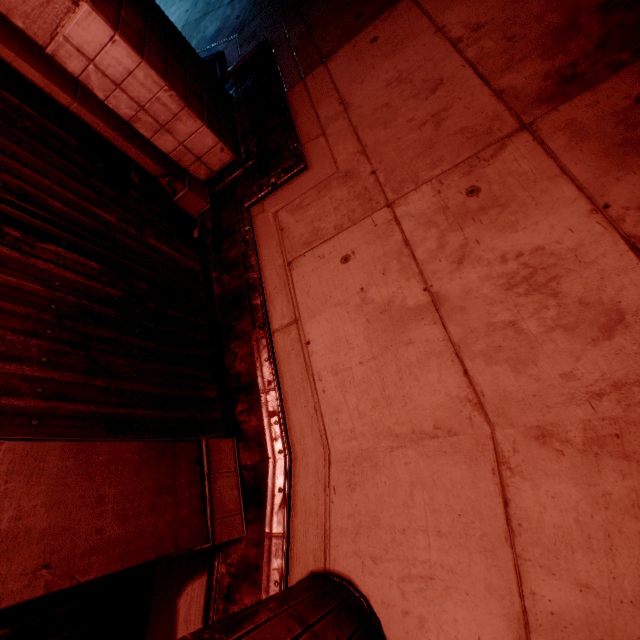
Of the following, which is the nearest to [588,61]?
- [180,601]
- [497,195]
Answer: [497,195]
